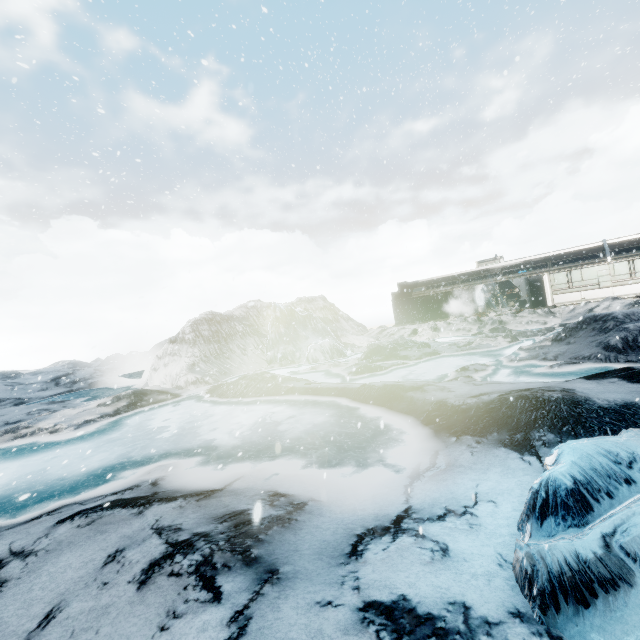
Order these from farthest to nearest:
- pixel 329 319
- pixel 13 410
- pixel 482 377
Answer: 1. pixel 329 319
2. pixel 13 410
3. pixel 482 377
